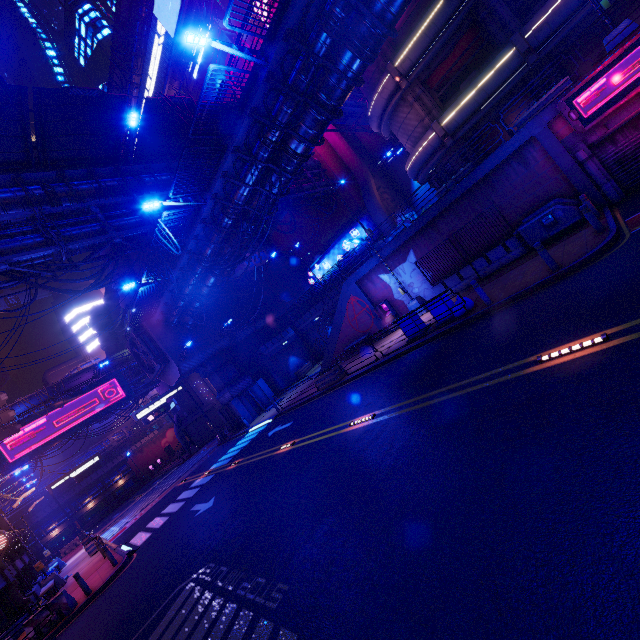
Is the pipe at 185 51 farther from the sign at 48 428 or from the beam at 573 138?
the beam at 573 138

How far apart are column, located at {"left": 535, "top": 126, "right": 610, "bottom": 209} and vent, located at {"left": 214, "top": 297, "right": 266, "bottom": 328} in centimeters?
2781cm

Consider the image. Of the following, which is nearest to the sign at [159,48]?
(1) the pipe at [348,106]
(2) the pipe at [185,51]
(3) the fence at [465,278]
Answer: (2) the pipe at [185,51]

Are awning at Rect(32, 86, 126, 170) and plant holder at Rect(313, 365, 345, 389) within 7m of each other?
no

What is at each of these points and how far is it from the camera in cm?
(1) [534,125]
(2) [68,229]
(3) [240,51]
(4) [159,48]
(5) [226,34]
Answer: (1) pillar, 1343
(2) pipe, 1680
(3) street light, 1111
(4) sign, 3853
(5) building, 3534

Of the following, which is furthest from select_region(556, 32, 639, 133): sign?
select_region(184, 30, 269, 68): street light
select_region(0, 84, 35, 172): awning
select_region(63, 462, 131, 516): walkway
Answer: select_region(63, 462, 131, 516): walkway

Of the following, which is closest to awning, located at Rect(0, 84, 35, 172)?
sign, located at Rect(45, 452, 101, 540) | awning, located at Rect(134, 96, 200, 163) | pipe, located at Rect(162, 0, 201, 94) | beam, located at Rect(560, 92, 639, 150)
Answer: awning, located at Rect(134, 96, 200, 163)

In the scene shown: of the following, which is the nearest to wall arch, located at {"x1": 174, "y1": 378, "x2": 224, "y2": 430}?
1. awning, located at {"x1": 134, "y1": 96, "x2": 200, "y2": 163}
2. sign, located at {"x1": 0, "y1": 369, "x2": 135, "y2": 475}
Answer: sign, located at {"x1": 0, "y1": 369, "x2": 135, "y2": 475}
